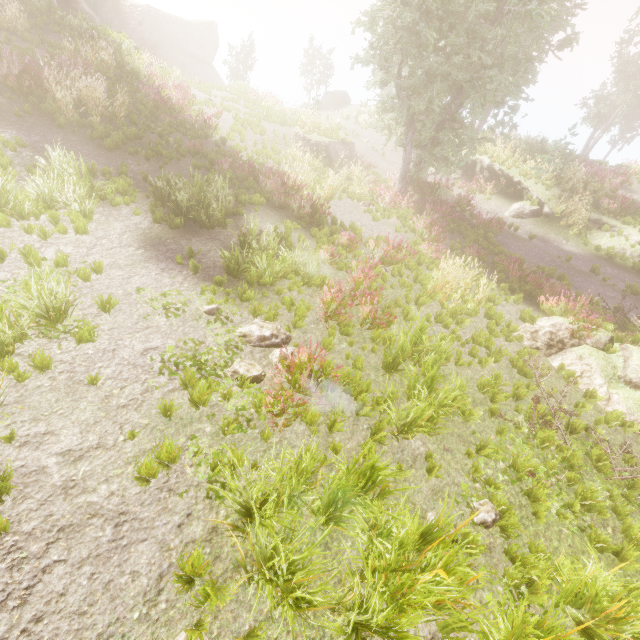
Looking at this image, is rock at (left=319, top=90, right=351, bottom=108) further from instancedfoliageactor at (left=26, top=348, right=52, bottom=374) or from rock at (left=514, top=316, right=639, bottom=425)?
rock at (left=514, top=316, right=639, bottom=425)

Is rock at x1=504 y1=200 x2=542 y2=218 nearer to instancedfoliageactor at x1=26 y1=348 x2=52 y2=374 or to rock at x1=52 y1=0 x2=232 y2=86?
instancedfoliageactor at x1=26 y1=348 x2=52 y2=374

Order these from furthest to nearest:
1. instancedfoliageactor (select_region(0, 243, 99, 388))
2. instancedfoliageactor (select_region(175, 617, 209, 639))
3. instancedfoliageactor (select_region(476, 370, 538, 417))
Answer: instancedfoliageactor (select_region(476, 370, 538, 417))
instancedfoliageactor (select_region(0, 243, 99, 388))
instancedfoliageactor (select_region(175, 617, 209, 639))

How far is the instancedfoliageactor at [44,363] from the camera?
4.31m

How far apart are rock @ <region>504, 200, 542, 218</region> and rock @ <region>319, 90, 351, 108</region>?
23.1m

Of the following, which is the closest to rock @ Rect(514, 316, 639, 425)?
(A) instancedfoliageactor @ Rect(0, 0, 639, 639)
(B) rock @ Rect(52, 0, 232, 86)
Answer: (A) instancedfoliageactor @ Rect(0, 0, 639, 639)

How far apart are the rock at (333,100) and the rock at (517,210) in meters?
23.1 m

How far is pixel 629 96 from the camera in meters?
29.2
